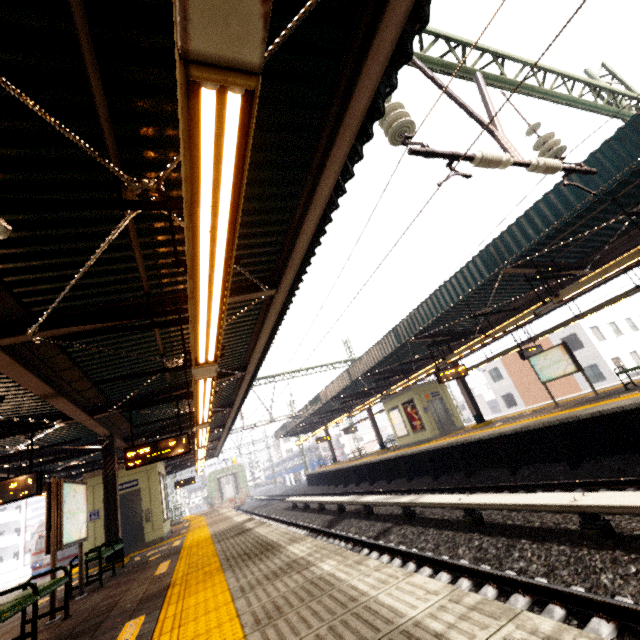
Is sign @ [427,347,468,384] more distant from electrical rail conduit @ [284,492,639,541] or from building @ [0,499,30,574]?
building @ [0,499,30,574]

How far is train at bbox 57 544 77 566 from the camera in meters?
19.1 m

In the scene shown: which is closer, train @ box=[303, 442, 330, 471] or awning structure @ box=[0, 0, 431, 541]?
awning structure @ box=[0, 0, 431, 541]

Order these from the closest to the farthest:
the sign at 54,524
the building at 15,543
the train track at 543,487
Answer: the sign at 54,524, the train track at 543,487, the building at 15,543

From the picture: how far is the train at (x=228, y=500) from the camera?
33.7m

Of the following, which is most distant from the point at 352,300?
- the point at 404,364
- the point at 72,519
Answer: the point at 404,364

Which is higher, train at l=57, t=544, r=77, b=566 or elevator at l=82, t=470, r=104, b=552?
elevator at l=82, t=470, r=104, b=552
